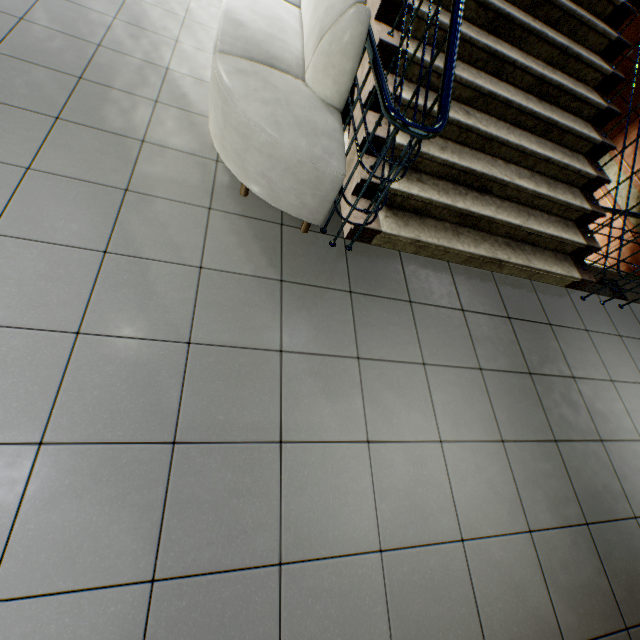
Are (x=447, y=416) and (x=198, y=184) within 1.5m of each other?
no
